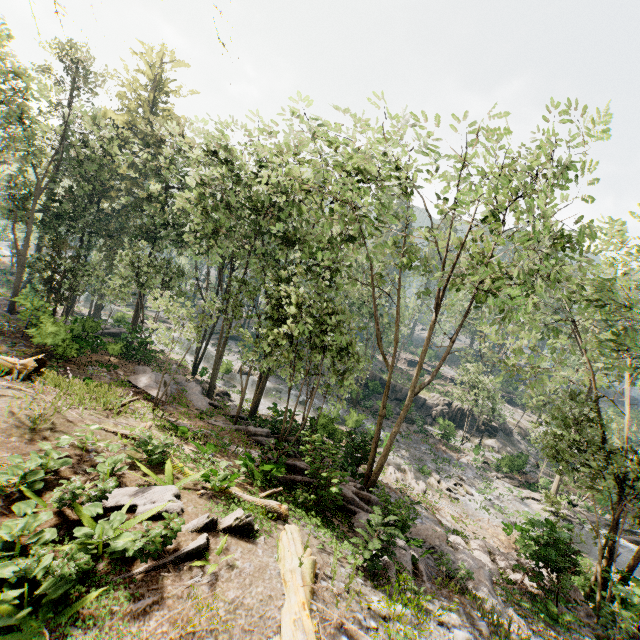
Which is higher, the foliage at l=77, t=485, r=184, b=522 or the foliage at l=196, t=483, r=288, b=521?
the foliage at l=77, t=485, r=184, b=522

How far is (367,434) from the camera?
31.11m

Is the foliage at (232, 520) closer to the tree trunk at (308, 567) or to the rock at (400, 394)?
the rock at (400, 394)

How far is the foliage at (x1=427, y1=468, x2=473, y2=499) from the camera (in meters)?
23.88

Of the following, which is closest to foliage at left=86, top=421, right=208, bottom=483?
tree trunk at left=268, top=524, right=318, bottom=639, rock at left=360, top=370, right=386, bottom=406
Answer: rock at left=360, top=370, right=386, bottom=406

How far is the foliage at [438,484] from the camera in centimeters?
2388cm

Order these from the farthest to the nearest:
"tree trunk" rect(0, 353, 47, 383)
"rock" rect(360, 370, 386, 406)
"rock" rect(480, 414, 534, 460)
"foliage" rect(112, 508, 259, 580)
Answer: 1. "rock" rect(360, 370, 386, 406)
2. "rock" rect(480, 414, 534, 460)
3. "tree trunk" rect(0, 353, 47, 383)
4. "foliage" rect(112, 508, 259, 580)
